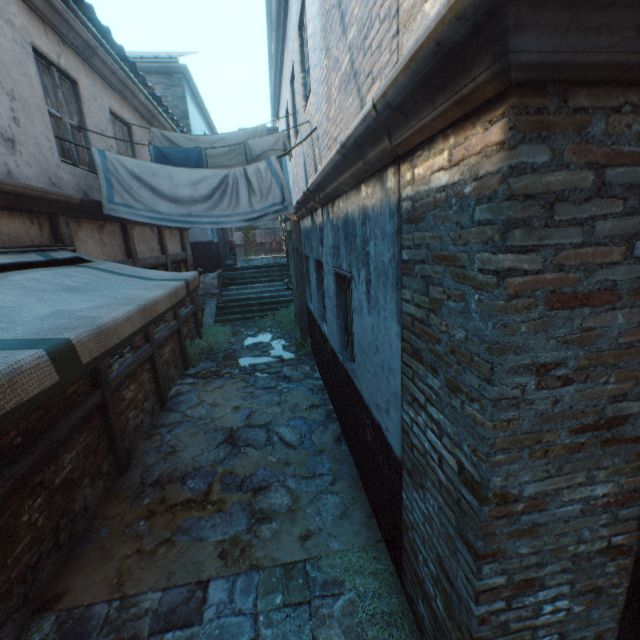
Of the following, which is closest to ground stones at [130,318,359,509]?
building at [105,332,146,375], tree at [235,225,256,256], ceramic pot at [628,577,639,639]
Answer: building at [105,332,146,375]

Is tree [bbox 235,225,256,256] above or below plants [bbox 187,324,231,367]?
above

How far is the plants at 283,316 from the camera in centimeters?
931cm

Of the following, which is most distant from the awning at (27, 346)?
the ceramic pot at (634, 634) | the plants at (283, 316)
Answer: the plants at (283, 316)

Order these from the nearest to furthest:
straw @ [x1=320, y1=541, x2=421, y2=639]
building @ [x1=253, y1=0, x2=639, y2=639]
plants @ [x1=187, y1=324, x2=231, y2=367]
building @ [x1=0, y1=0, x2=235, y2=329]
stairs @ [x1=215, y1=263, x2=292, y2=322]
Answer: building @ [x1=253, y1=0, x2=639, y2=639] < straw @ [x1=320, y1=541, x2=421, y2=639] < building @ [x1=0, y1=0, x2=235, y2=329] < plants @ [x1=187, y1=324, x2=231, y2=367] < stairs @ [x1=215, y1=263, x2=292, y2=322]

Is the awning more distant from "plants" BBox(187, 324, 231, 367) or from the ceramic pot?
"plants" BBox(187, 324, 231, 367)

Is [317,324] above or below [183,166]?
below

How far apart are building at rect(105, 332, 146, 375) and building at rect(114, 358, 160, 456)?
0.2m
